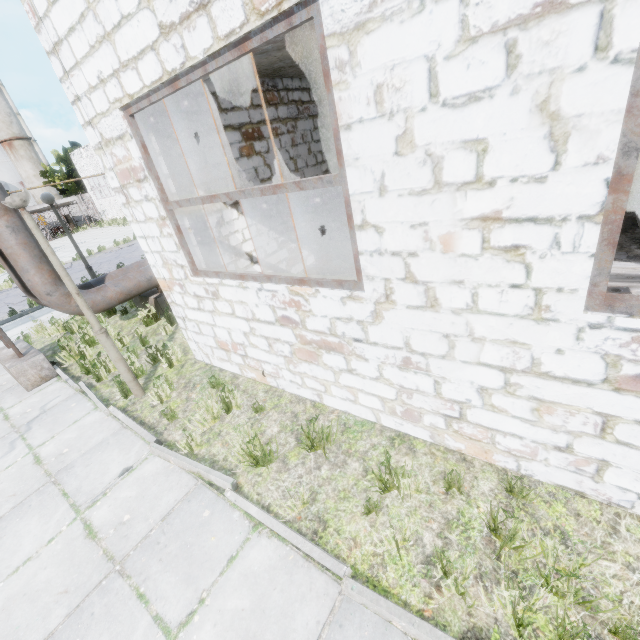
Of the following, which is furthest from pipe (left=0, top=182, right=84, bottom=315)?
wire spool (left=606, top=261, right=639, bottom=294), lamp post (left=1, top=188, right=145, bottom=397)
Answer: wire spool (left=606, top=261, right=639, bottom=294)

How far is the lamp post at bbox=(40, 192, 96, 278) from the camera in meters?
8.7

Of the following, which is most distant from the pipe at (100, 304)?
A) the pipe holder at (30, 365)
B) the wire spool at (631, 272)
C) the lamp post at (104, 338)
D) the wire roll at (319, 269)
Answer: the wire spool at (631, 272)

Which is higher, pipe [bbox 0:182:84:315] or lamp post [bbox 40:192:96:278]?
lamp post [bbox 40:192:96:278]

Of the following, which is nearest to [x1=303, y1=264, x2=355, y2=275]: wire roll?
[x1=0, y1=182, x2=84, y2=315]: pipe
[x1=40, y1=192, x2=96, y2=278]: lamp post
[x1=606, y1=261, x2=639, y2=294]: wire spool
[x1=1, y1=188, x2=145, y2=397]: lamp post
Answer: [x1=606, y1=261, x2=639, y2=294]: wire spool

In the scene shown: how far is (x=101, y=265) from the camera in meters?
16.5

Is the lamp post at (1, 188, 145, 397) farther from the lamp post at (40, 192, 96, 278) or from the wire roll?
the lamp post at (40, 192, 96, 278)

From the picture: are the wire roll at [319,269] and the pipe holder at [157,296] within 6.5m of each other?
yes
